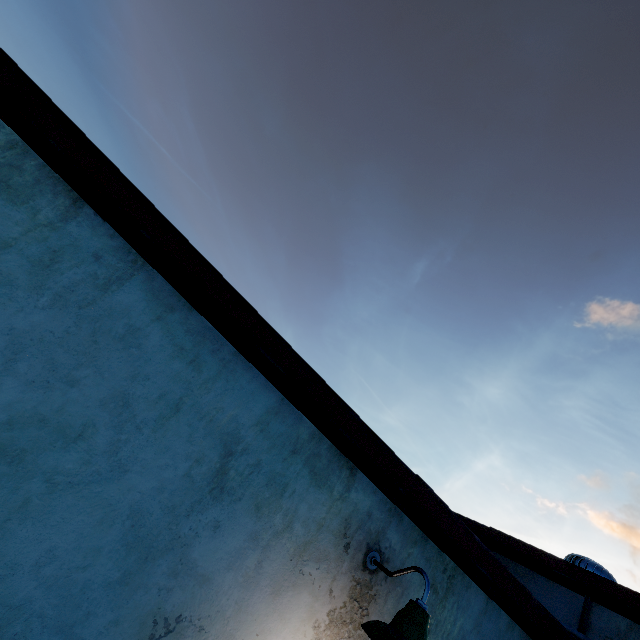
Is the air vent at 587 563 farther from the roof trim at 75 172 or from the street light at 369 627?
the street light at 369 627

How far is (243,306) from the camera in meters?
2.1 m

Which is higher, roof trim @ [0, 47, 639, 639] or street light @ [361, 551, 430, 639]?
roof trim @ [0, 47, 639, 639]

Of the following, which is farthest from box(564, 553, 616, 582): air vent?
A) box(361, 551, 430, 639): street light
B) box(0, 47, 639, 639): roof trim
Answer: box(361, 551, 430, 639): street light

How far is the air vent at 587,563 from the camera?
4.43m

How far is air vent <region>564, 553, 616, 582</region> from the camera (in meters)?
4.43

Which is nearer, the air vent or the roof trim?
the roof trim

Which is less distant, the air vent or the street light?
the street light
